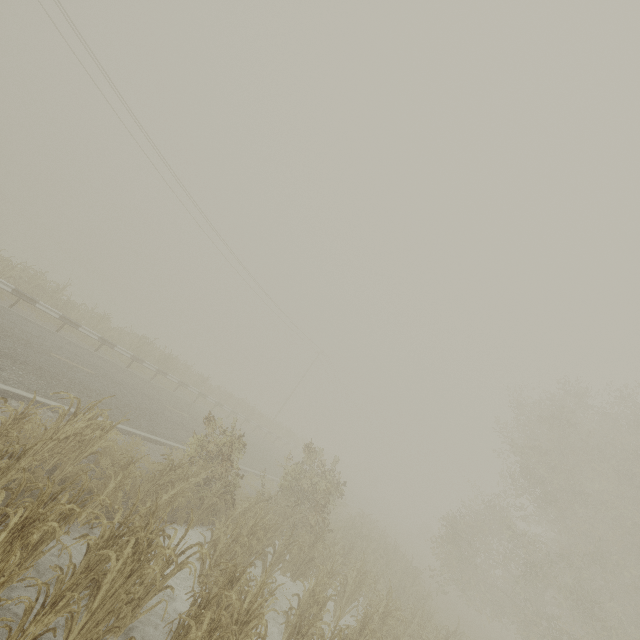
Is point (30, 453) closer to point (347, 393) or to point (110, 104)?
point (110, 104)
